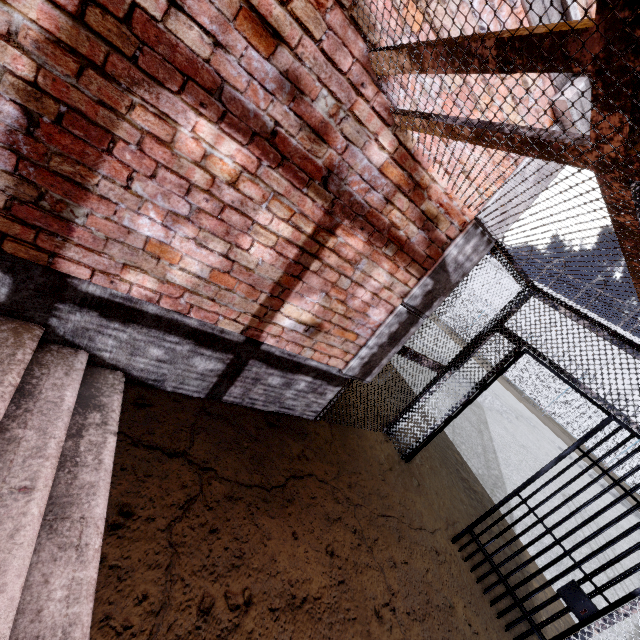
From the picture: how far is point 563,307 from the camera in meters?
3.7

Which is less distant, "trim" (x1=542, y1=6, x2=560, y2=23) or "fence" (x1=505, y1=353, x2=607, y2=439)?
"trim" (x1=542, y1=6, x2=560, y2=23)

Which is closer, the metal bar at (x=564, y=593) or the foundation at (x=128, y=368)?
the foundation at (x=128, y=368)

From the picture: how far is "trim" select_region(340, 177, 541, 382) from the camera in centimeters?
294cm

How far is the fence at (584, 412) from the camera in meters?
19.2

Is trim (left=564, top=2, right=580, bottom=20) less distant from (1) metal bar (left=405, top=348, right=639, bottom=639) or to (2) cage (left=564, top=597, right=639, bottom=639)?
(2) cage (left=564, top=597, right=639, bottom=639)

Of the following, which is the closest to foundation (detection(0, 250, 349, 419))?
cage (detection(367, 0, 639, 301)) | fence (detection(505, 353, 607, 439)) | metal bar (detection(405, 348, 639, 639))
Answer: cage (detection(367, 0, 639, 301))

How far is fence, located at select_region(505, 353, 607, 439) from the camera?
19.2 meters
